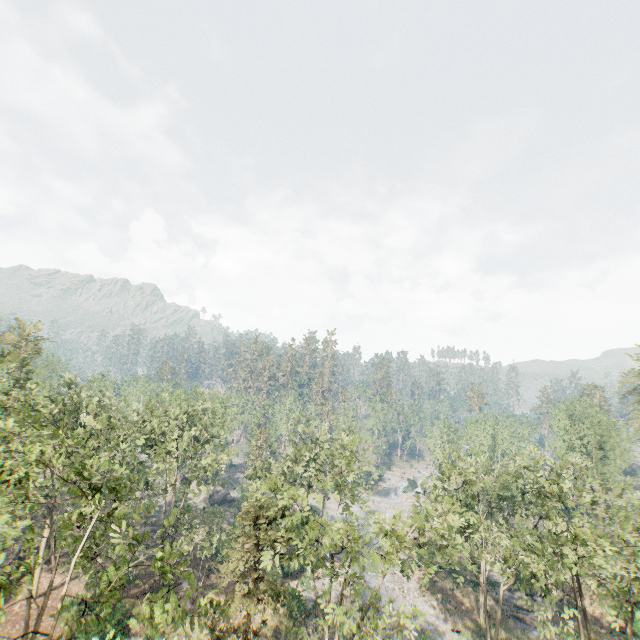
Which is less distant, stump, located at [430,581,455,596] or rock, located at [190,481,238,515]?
stump, located at [430,581,455,596]

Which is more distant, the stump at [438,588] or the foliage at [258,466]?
the stump at [438,588]

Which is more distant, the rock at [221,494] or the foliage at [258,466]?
the rock at [221,494]

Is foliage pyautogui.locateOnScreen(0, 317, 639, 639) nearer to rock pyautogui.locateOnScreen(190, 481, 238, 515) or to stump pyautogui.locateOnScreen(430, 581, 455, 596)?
rock pyautogui.locateOnScreen(190, 481, 238, 515)

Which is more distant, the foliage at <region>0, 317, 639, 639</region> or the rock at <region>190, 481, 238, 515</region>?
the rock at <region>190, 481, 238, 515</region>

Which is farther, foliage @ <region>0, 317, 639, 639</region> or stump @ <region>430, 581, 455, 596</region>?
stump @ <region>430, 581, 455, 596</region>

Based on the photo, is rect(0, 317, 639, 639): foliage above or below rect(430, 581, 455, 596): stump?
above

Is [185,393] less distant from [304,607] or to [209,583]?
[209,583]
